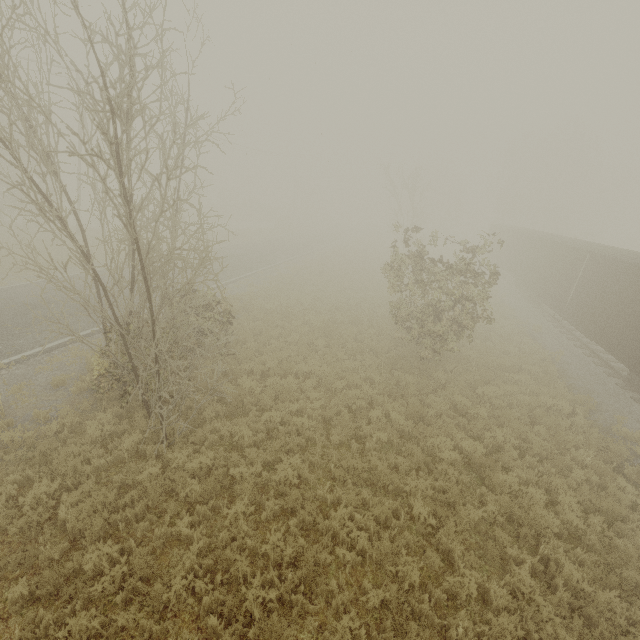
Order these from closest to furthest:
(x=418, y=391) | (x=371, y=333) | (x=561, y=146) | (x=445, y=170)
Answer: (x=418, y=391) → (x=371, y=333) → (x=561, y=146) → (x=445, y=170)

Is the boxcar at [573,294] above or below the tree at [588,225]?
below

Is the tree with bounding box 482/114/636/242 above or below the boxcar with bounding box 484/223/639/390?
above

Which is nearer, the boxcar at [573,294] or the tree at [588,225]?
the boxcar at [573,294]

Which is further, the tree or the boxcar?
the tree
